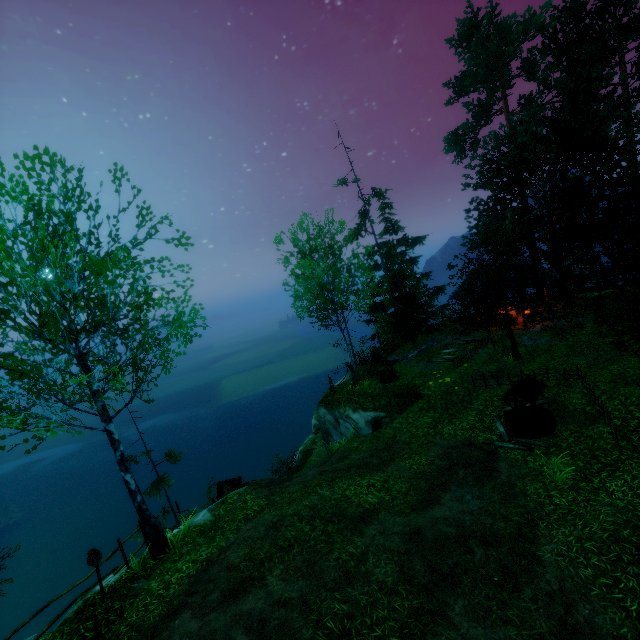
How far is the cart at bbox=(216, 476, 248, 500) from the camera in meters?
15.7

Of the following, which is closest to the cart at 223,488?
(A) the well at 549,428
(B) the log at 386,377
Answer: (B) the log at 386,377

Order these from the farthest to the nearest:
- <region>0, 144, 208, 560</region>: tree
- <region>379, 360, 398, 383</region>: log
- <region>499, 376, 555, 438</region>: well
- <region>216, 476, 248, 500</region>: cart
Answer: <region>379, 360, 398, 383</region>: log → <region>216, 476, 248, 500</region>: cart → <region>499, 376, 555, 438</region>: well → <region>0, 144, 208, 560</region>: tree

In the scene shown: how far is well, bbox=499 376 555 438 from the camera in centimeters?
1112cm

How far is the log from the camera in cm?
1900

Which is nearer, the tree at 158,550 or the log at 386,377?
the tree at 158,550

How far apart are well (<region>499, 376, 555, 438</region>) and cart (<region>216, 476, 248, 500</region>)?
12.2m

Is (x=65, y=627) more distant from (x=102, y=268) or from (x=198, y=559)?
(x=102, y=268)
